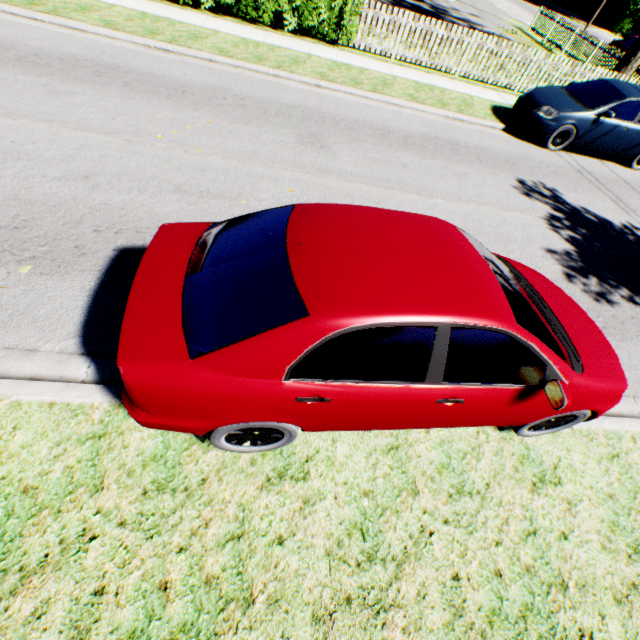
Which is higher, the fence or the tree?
the tree

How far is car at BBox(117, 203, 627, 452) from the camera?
2.0m

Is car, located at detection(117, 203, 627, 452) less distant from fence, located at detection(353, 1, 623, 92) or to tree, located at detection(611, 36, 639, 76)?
fence, located at detection(353, 1, 623, 92)

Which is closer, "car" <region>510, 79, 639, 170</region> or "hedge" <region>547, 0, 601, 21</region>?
"car" <region>510, 79, 639, 170</region>

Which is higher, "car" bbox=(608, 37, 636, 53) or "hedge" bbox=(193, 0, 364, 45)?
"car" bbox=(608, 37, 636, 53)

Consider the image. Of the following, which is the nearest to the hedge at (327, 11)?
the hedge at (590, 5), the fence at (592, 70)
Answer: the fence at (592, 70)

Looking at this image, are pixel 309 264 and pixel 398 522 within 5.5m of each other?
yes

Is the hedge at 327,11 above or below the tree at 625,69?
below
